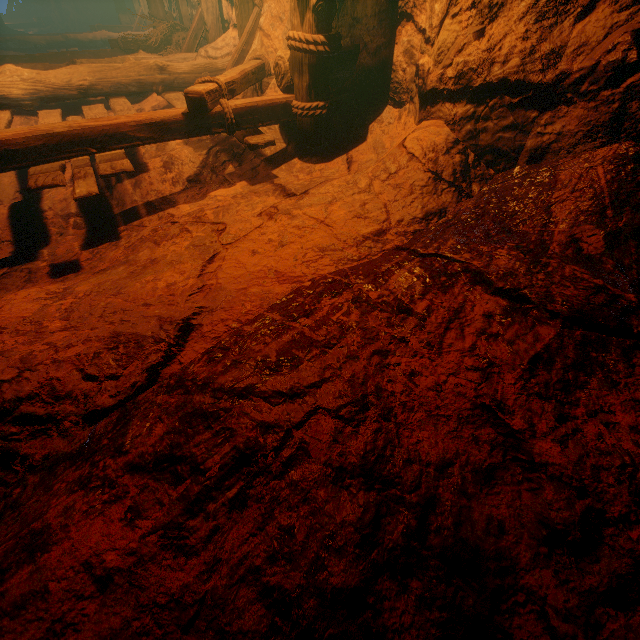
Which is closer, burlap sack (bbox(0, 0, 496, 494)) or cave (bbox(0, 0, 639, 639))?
cave (bbox(0, 0, 639, 639))

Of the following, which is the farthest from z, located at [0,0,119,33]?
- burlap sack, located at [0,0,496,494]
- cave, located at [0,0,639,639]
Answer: cave, located at [0,0,639,639]

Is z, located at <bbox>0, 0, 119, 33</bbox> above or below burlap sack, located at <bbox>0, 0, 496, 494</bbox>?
above

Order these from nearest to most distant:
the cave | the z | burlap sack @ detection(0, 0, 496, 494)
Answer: the cave
burlap sack @ detection(0, 0, 496, 494)
the z

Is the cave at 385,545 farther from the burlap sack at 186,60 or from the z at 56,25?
the z at 56,25

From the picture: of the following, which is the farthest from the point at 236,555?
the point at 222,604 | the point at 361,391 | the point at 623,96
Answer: the point at 623,96

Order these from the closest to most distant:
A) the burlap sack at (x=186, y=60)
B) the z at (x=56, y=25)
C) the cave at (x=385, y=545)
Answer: the cave at (x=385, y=545), the burlap sack at (x=186, y=60), the z at (x=56, y=25)
